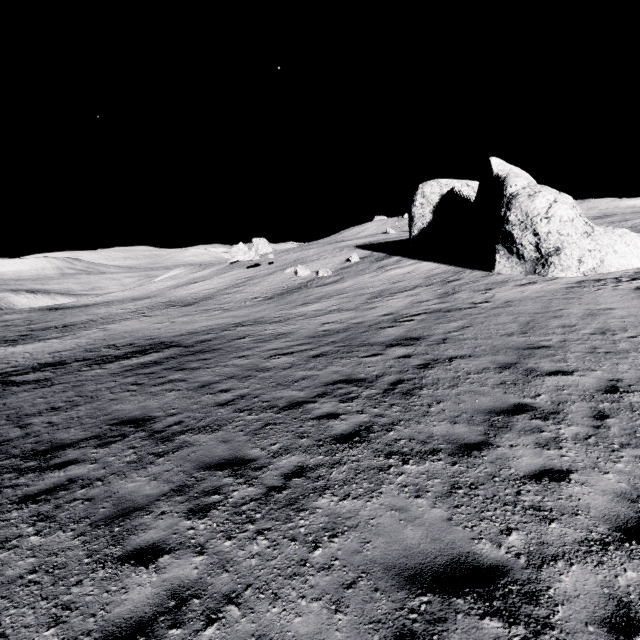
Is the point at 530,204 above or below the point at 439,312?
above
